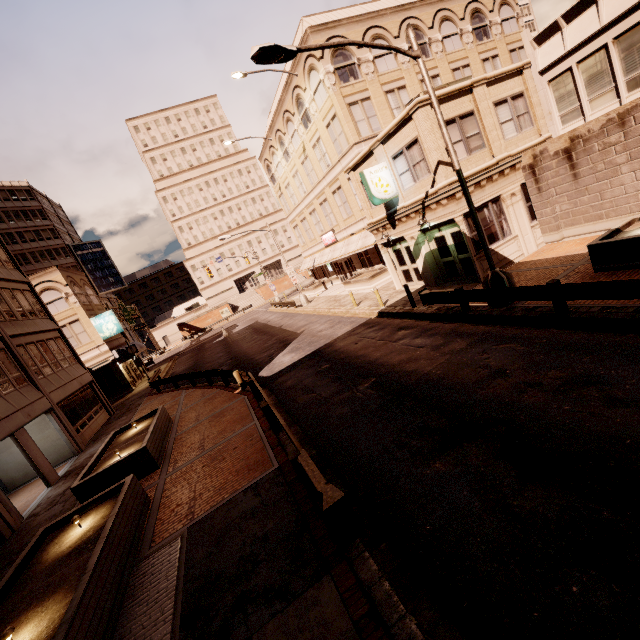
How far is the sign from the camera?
16.09m

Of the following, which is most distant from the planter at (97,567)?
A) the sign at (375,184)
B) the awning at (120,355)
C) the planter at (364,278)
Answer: the awning at (120,355)

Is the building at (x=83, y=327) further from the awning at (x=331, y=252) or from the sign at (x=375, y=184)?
the awning at (x=331, y=252)

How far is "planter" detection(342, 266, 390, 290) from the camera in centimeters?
2592cm

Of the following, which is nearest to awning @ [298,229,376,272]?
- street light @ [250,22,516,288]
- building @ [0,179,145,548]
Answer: street light @ [250,22,516,288]

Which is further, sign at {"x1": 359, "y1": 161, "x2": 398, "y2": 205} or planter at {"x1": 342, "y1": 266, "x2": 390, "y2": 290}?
planter at {"x1": 342, "y1": 266, "x2": 390, "y2": 290}

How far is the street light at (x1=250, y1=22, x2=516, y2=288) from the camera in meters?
8.3

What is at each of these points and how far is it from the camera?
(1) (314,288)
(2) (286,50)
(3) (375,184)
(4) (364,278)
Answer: (1) planter, 38.97m
(2) street light, 8.34m
(3) sign, 16.17m
(4) planter, 26.14m
